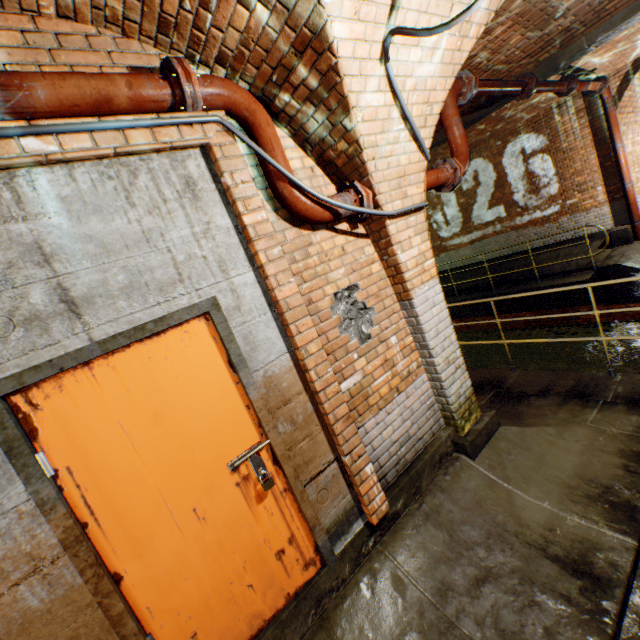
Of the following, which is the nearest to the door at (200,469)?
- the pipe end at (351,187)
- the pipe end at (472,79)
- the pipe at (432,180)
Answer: the pipe end at (351,187)

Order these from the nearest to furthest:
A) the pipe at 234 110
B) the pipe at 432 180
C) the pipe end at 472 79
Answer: the pipe at 234 110 → the pipe at 432 180 → the pipe end at 472 79

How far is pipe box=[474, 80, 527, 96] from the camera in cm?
436

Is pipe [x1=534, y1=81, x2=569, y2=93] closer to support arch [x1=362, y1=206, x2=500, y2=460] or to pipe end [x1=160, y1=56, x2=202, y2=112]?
support arch [x1=362, y1=206, x2=500, y2=460]

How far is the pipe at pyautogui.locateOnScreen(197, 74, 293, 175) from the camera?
2.2 meters

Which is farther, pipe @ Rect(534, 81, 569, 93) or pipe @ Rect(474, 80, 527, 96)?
pipe @ Rect(534, 81, 569, 93)

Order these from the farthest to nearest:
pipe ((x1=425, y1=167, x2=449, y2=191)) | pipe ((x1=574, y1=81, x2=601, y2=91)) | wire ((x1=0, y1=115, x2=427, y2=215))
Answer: pipe ((x1=574, y1=81, x2=601, y2=91)), pipe ((x1=425, y1=167, x2=449, y2=191)), wire ((x1=0, y1=115, x2=427, y2=215))

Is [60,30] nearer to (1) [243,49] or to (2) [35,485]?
(1) [243,49]
